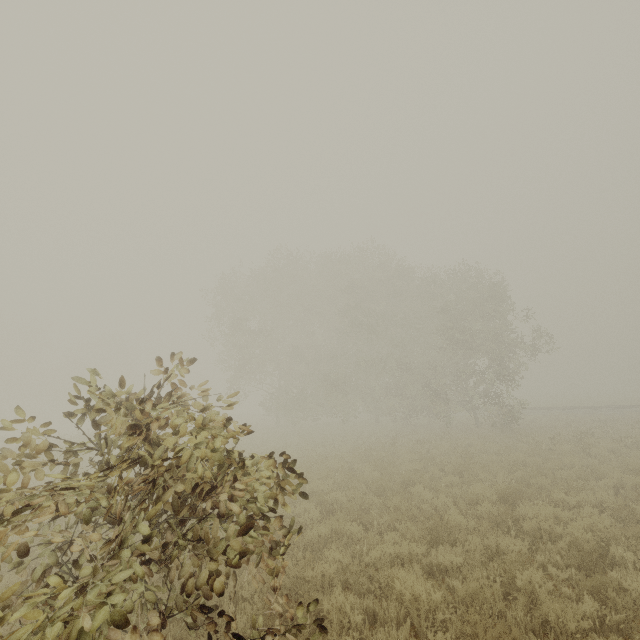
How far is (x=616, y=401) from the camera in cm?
3738
